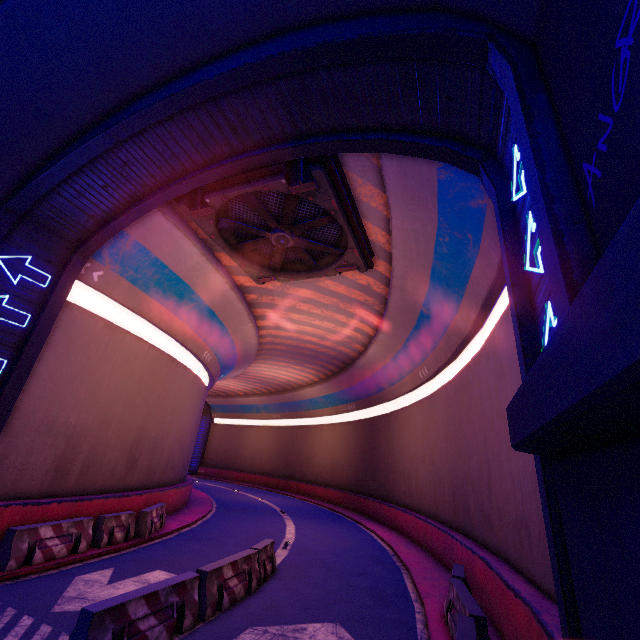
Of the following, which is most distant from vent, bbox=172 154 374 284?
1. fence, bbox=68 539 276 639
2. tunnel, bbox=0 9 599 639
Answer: fence, bbox=68 539 276 639

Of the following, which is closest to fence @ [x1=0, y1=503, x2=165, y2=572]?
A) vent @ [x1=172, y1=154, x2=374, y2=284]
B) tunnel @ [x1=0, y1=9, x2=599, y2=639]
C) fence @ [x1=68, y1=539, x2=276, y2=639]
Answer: tunnel @ [x1=0, y1=9, x2=599, y2=639]

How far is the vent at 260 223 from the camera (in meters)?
9.71

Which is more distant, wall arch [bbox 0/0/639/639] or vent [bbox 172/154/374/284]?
vent [bbox 172/154/374/284]

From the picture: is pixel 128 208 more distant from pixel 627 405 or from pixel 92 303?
A: pixel 627 405

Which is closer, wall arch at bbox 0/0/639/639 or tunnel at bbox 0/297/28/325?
wall arch at bbox 0/0/639/639

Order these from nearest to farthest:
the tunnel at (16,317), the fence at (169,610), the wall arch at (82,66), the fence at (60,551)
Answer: the wall arch at (82,66) → the fence at (169,610) → the fence at (60,551) → the tunnel at (16,317)

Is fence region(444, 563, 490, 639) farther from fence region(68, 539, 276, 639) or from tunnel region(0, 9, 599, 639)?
fence region(68, 539, 276, 639)
